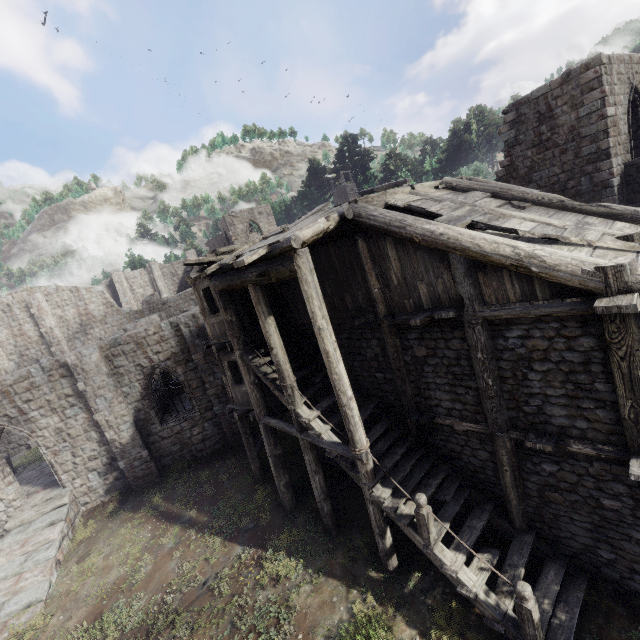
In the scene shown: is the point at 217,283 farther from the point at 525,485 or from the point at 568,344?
the point at 525,485
